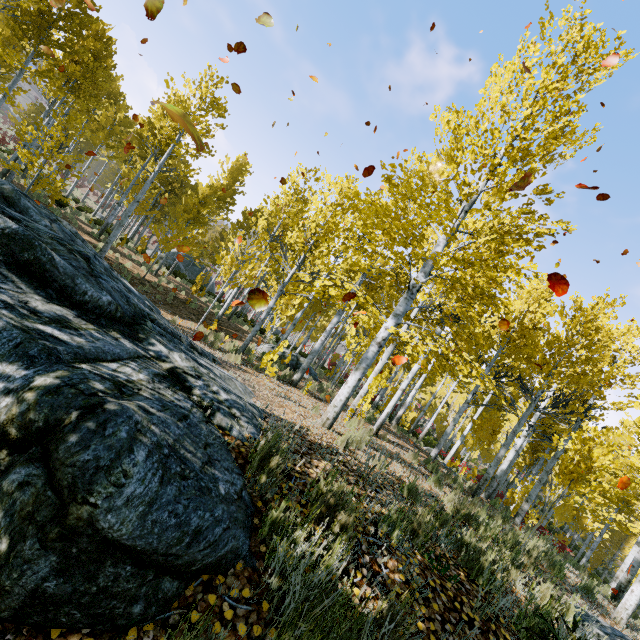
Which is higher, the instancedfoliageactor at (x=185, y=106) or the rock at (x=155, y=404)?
the instancedfoliageactor at (x=185, y=106)

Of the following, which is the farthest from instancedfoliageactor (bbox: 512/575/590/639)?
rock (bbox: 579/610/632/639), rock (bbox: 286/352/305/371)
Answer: rock (bbox: 286/352/305/371)

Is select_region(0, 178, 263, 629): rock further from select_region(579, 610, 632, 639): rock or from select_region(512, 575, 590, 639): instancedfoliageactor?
select_region(579, 610, 632, 639): rock

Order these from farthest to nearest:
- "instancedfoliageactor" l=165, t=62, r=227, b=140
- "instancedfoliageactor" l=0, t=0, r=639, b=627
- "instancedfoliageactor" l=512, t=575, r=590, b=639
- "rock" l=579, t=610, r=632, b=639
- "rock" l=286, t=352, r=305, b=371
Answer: "rock" l=286, t=352, r=305, b=371, "instancedfoliageactor" l=165, t=62, r=227, b=140, "instancedfoliageactor" l=0, t=0, r=639, b=627, "rock" l=579, t=610, r=632, b=639, "instancedfoliageactor" l=512, t=575, r=590, b=639

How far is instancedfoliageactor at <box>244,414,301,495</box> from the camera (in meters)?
2.75

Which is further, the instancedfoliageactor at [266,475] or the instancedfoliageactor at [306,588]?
the instancedfoliageactor at [266,475]

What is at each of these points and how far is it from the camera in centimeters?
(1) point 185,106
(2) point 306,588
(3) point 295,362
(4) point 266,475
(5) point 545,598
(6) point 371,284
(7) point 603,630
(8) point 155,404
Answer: (1) instancedfoliageactor, 1530cm
(2) instancedfoliageactor, 191cm
(3) rock, 1593cm
(4) instancedfoliageactor, 280cm
(5) instancedfoliageactor, 395cm
(6) instancedfoliageactor, 2036cm
(7) rock, 433cm
(8) rock, 243cm

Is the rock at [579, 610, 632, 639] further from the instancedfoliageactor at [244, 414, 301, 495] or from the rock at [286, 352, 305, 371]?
the rock at [286, 352, 305, 371]
